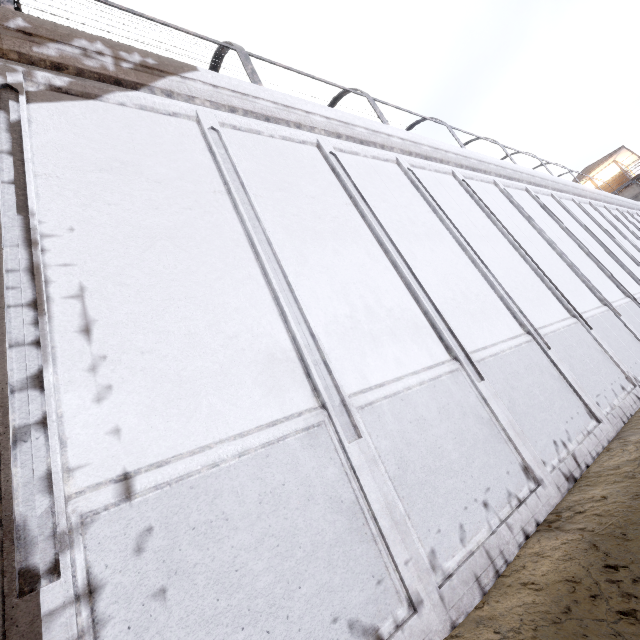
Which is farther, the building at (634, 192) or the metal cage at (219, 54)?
the building at (634, 192)

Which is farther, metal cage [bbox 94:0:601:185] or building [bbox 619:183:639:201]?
building [bbox 619:183:639:201]

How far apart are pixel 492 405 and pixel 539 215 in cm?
1009
